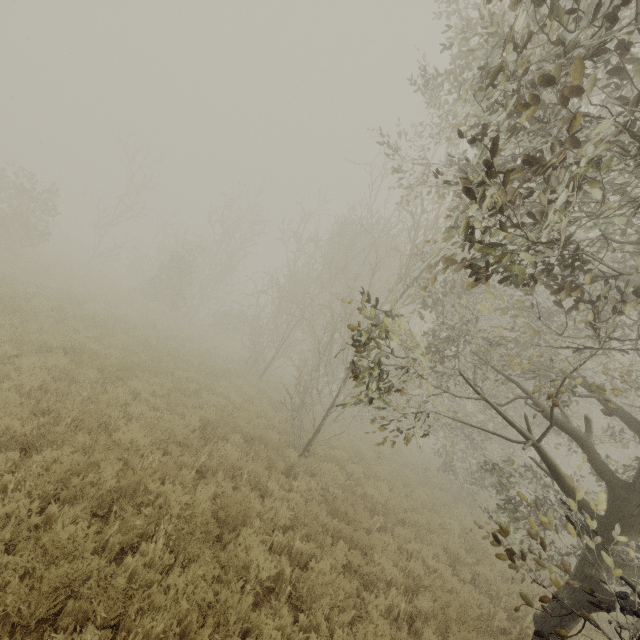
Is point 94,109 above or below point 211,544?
above

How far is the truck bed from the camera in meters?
37.4 m

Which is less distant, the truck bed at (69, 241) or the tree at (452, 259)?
the tree at (452, 259)

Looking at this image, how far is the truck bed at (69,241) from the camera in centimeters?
3740cm

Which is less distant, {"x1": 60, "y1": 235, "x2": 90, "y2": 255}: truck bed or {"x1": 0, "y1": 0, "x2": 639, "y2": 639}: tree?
{"x1": 0, "y1": 0, "x2": 639, "y2": 639}: tree
